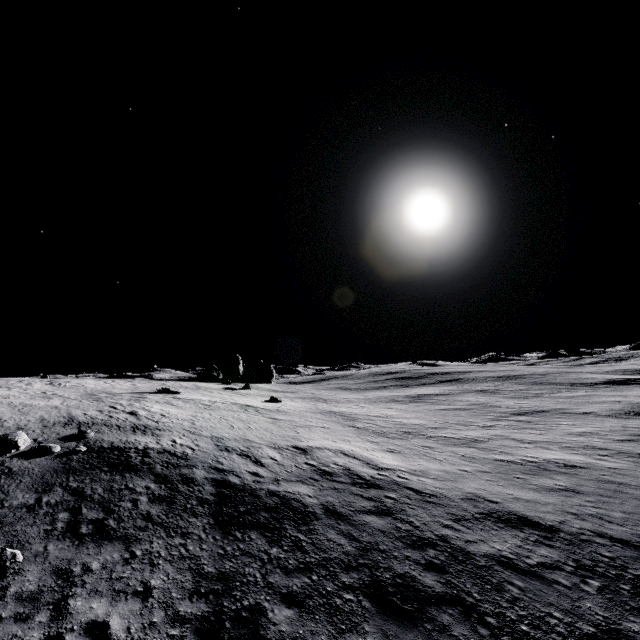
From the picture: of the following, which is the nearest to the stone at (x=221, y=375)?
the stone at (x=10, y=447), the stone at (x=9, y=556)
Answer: the stone at (x=10, y=447)

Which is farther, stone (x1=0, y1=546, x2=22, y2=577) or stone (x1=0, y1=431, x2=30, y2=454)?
stone (x1=0, y1=431, x2=30, y2=454)

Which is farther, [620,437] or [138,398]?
[138,398]

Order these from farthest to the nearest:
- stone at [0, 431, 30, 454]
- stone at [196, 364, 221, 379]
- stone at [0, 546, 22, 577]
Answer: stone at [196, 364, 221, 379]
stone at [0, 431, 30, 454]
stone at [0, 546, 22, 577]

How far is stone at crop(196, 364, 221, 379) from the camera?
43.3 meters

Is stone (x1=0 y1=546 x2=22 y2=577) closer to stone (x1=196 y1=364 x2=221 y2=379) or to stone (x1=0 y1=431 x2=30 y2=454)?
stone (x1=0 y1=431 x2=30 y2=454)

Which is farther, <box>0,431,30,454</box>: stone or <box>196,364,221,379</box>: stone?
→ <box>196,364,221,379</box>: stone

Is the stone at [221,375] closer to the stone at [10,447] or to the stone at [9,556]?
the stone at [10,447]
